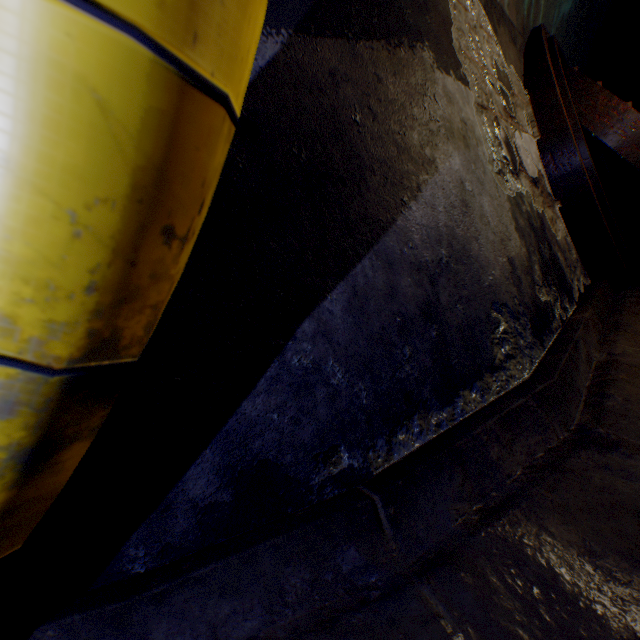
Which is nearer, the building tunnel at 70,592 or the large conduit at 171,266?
the large conduit at 171,266

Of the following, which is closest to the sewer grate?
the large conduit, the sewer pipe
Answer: the sewer pipe

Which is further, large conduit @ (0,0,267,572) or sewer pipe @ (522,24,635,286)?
sewer pipe @ (522,24,635,286)

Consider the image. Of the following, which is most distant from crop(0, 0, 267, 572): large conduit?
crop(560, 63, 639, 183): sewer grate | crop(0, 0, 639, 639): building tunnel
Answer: crop(560, 63, 639, 183): sewer grate

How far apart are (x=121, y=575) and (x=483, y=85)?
3.08m

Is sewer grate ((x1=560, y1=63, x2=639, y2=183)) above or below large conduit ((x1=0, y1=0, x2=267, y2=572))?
above

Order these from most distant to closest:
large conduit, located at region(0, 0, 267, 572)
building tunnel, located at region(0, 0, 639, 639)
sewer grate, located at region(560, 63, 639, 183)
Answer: sewer grate, located at region(560, 63, 639, 183)
building tunnel, located at region(0, 0, 639, 639)
large conduit, located at region(0, 0, 267, 572)

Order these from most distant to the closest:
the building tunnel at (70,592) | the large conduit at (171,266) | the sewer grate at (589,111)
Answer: the sewer grate at (589,111), the building tunnel at (70,592), the large conduit at (171,266)
